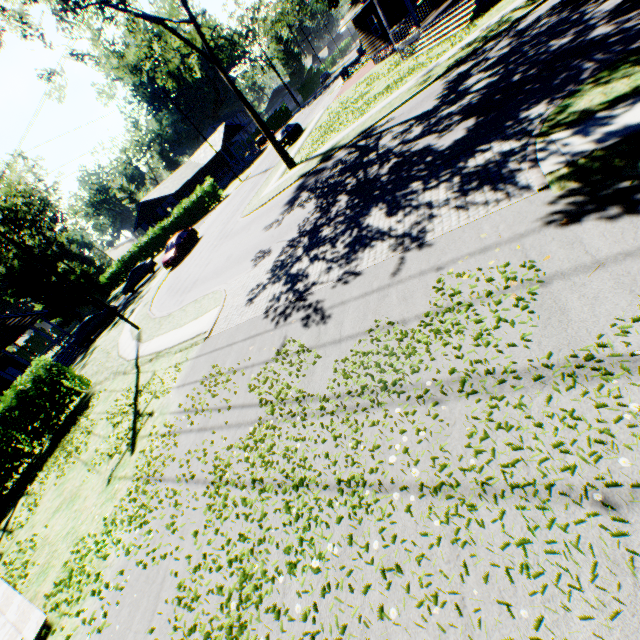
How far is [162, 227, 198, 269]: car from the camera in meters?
27.6

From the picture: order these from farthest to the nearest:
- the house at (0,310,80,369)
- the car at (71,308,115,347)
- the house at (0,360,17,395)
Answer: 1. the car at (71,308,115,347)
2. the house at (0,310,80,369)
3. the house at (0,360,17,395)

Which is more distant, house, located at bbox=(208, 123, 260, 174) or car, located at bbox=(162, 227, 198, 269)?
house, located at bbox=(208, 123, 260, 174)

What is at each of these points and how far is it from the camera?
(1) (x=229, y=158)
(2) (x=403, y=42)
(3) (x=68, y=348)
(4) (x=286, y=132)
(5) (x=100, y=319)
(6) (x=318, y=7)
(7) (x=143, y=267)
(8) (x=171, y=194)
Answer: (1) house, 59.8 meters
(2) house, 22.4 meters
(3) house, 32.2 meters
(4) car, 32.3 meters
(5) car, 30.4 meters
(6) plant, 39.9 meters
(7) car, 35.0 meters
(8) house, 46.0 meters

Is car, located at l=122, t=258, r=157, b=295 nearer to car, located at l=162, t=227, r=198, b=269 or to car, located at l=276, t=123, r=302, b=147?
car, located at l=162, t=227, r=198, b=269

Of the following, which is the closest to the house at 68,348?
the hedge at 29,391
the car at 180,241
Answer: the hedge at 29,391

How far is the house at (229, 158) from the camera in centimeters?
5150cm

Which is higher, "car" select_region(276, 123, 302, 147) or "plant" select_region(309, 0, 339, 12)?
"plant" select_region(309, 0, 339, 12)
